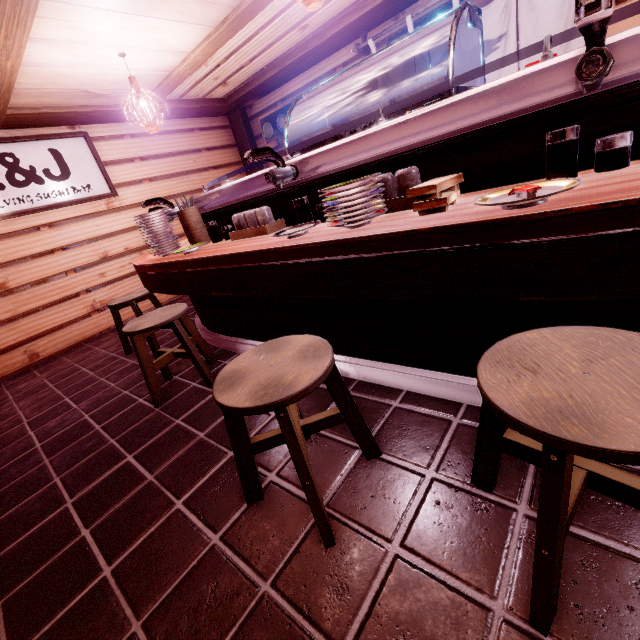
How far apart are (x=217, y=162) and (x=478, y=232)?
11.9m

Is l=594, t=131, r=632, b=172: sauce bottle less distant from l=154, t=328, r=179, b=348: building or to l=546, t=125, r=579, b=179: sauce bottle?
l=546, t=125, r=579, b=179: sauce bottle

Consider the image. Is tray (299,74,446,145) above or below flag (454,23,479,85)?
below

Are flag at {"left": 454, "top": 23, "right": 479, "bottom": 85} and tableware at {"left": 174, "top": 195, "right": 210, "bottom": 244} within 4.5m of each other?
no

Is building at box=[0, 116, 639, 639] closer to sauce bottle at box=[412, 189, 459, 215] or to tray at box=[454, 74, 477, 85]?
sauce bottle at box=[412, 189, 459, 215]

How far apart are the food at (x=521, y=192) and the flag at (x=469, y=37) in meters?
6.6

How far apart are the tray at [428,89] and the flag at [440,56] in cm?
295

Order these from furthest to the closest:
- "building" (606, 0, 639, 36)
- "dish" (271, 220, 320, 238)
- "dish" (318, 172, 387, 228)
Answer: "building" (606, 0, 639, 36) < "dish" (271, 220, 320, 238) < "dish" (318, 172, 387, 228)
